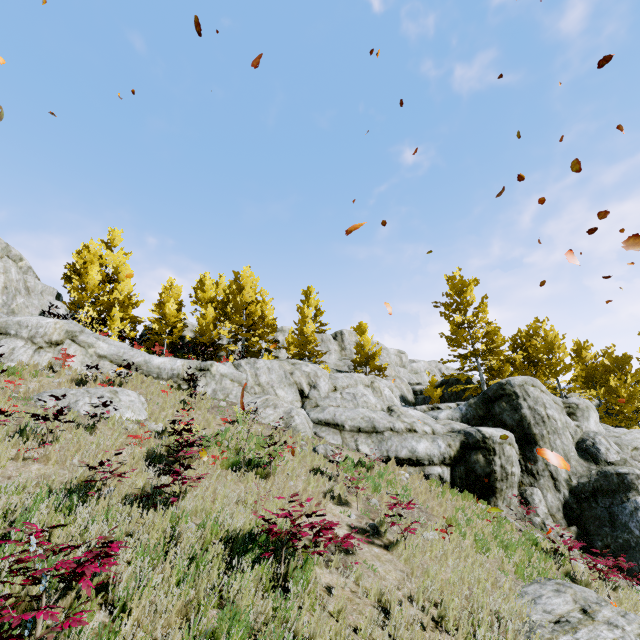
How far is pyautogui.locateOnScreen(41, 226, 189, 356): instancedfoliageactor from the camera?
20.84m

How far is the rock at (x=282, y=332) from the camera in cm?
3453

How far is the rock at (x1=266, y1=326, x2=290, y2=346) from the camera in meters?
34.5 m

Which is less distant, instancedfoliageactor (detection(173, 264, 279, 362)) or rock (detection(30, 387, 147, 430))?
rock (detection(30, 387, 147, 430))

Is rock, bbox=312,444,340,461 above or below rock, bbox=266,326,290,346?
below

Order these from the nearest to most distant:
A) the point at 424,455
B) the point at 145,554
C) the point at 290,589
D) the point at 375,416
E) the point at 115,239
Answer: the point at 145,554 < the point at 290,589 < the point at 424,455 < the point at 375,416 < the point at 115,239

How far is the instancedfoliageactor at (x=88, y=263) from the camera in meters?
20.8

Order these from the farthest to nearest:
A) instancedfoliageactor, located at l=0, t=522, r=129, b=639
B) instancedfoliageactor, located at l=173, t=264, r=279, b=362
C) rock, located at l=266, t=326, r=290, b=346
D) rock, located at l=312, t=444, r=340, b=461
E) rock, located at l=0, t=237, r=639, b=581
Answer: rock, located at l=266, t=326, r=290, b=346
instancedfoliageactor, located at l=173, t=264, r=279, b=362
rock, located at l=0, t=237, r=639, b=581
rock, located at l=312, t=444, r=340, b=461
instancedfoliageactor, located at l=0, t=522, r=129, b=639
